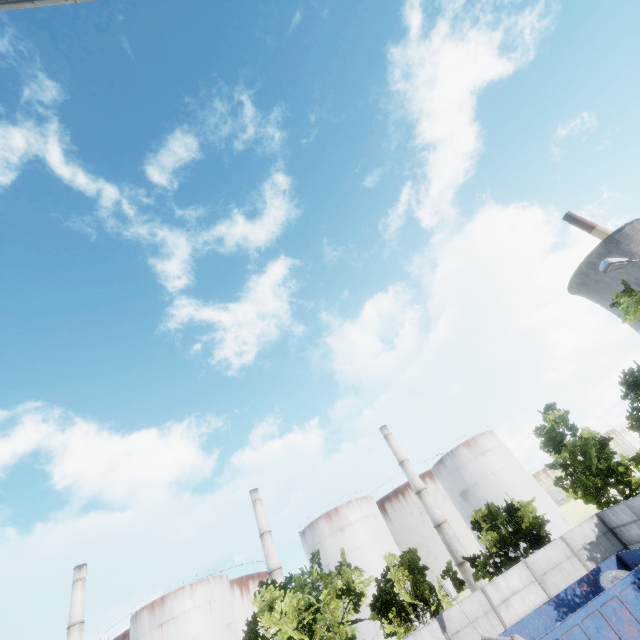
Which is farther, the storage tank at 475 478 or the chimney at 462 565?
the storage tank at 475 478

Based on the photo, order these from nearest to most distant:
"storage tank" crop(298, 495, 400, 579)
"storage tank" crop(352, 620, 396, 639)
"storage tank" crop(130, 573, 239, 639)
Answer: "storage tank" crop(352, 620, 396, 639)
"storage tank" crop(130, 573, 239, 639)
"storage tank" crop(298, 495, 400, 579)

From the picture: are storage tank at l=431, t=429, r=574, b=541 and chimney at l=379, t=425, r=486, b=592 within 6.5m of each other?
yes

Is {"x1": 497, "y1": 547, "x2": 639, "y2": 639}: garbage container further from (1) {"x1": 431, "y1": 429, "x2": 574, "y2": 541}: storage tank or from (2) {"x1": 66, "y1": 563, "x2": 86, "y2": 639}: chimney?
(2) {"x1": 66, "y1": 563, "x2": 86, "y2": 639}: chimney

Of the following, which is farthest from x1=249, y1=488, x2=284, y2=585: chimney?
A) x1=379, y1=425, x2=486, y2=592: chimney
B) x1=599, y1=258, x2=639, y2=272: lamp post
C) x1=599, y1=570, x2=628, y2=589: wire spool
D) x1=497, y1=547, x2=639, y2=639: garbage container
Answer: x1=599, y1=258, x2=639, y2=272: lamp post

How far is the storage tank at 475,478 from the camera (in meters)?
46.12

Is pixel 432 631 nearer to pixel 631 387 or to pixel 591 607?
pixel 591 607

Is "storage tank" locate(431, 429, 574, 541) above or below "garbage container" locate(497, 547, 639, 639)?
above
